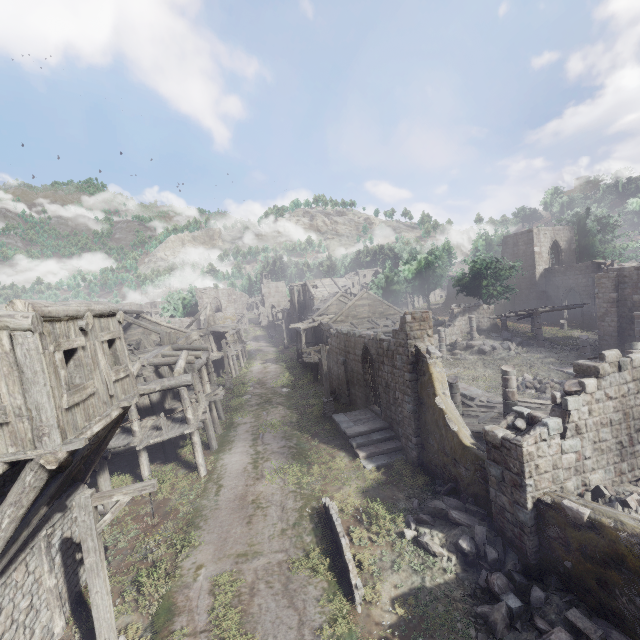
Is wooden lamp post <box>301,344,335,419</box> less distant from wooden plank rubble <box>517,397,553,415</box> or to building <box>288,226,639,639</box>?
building <box>288,226,639,639</box>

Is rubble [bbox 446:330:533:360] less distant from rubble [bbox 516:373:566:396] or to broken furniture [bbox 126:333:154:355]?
rubble [bbox 516:373:566:396]

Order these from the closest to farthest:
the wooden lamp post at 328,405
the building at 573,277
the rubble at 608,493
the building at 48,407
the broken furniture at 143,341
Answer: the building at 48,407 → the building at 573,277 → the rubble at 608,493 → the broken furniture at 143,341 → the wooden lamp post at 328,405

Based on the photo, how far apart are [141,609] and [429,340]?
13.2m

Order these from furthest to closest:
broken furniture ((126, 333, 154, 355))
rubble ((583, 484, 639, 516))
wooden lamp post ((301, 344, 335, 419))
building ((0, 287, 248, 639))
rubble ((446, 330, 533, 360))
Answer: rubble ((446, 330, 533, 360)) < wooden lamp post ((301, 344, 335, 419)) < broken furniture ((126, 333, 154, 355)) < rubble ((583, 484, 639, 516)) < building ((0, 287, 248, 639))

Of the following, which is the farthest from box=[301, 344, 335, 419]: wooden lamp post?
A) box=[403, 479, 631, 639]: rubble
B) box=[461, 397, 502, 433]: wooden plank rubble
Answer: box=[461, 397, 502, 433]: wooden plank rubble

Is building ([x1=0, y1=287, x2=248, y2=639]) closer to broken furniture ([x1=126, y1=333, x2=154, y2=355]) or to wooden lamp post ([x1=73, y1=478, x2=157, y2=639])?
broken furniture ([x1=126, y1=333, x2=154, y2=355])

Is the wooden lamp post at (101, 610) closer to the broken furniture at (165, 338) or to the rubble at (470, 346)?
the broken furniture at (165, 338)
